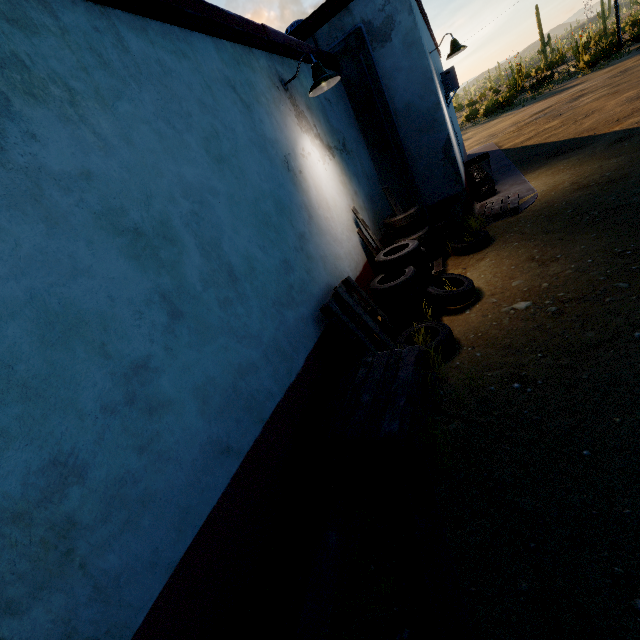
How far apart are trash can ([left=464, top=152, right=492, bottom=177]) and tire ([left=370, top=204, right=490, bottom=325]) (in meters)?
5.57

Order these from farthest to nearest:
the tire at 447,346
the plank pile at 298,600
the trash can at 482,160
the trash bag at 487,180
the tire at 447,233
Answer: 1. the trash can at 482,160
2. the trash bag at 487,180
3. the tire at 447,233
4. the tire at 447,346
5. the plank pile at 298,600

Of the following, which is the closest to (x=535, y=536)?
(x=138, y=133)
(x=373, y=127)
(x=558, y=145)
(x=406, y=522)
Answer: (x=406, y=522)

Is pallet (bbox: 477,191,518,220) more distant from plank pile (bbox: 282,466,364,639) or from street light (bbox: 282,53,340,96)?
plank pile (bbox: 282,466,364,639)

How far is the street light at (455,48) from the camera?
6.82m

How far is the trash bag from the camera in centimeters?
829cm

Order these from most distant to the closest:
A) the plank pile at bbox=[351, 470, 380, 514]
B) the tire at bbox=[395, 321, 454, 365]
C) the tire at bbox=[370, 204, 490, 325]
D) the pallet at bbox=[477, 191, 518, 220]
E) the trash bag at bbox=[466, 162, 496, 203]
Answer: the trash bag at bbox=[466, 162, 496, 203], the pallet at bbox=[477, 191, 518, 220], the tire at bbox=[370, 204, 490, 325], the tire at bbox=[395, 321, 454, 365], the plank pile at bbox=[351, 470, 380, 514]

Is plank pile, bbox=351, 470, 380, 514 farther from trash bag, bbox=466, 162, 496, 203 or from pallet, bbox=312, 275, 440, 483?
trash bag, bbox=466, 162, 496, 203
